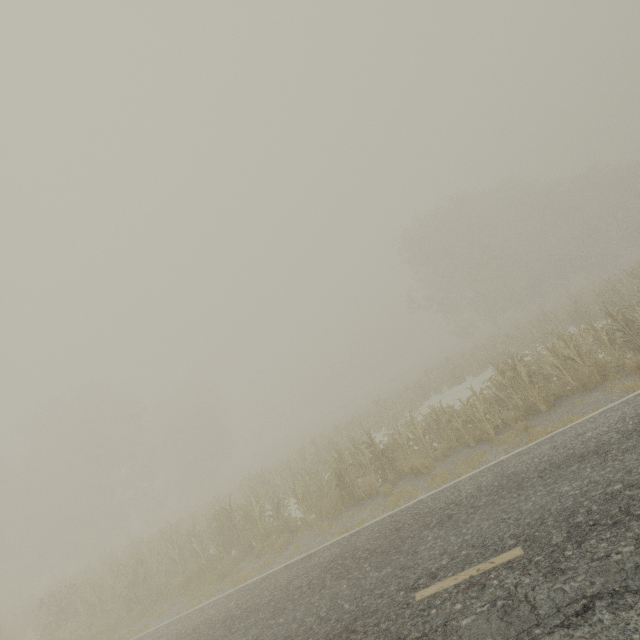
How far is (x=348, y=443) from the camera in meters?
20.6
